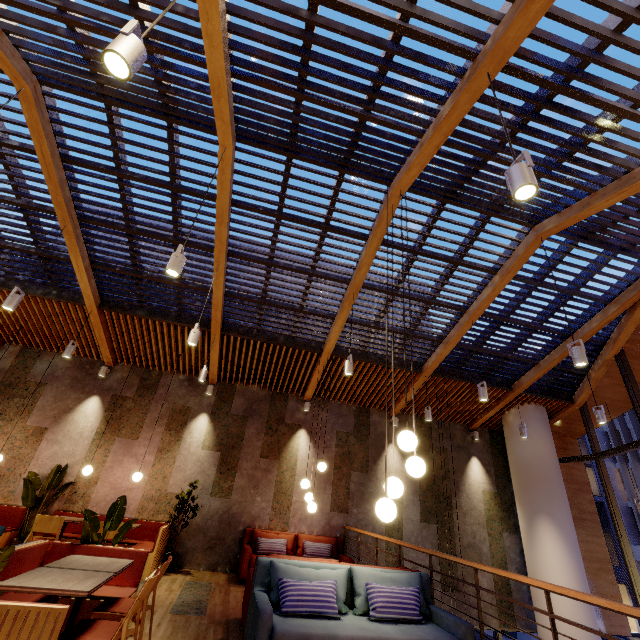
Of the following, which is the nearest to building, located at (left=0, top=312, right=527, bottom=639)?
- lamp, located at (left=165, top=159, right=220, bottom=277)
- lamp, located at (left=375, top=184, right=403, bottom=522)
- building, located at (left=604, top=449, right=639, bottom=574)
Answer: lamp, located at (left=375, top=184, right=403, bottom=522)

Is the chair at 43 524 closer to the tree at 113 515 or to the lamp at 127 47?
the tree at 113 515

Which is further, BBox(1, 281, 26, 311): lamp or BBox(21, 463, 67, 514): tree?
BBox(21, 463, 67, 514): tree

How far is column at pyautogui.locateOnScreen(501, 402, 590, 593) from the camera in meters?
7.4

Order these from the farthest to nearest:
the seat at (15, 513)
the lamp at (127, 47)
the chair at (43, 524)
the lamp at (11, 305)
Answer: the seat at (15, 513) < the chair at (43, 524) < the lamp at (11, 305) < the lamp at (127, 47)

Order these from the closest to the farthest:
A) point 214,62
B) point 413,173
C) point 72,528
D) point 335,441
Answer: point 214,62 → point 413,173 → point 72,528 → point 335,441

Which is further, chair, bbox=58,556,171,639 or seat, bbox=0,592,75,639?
chair, bbox=58,556,171,639

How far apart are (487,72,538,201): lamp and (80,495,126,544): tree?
5.6 meters
